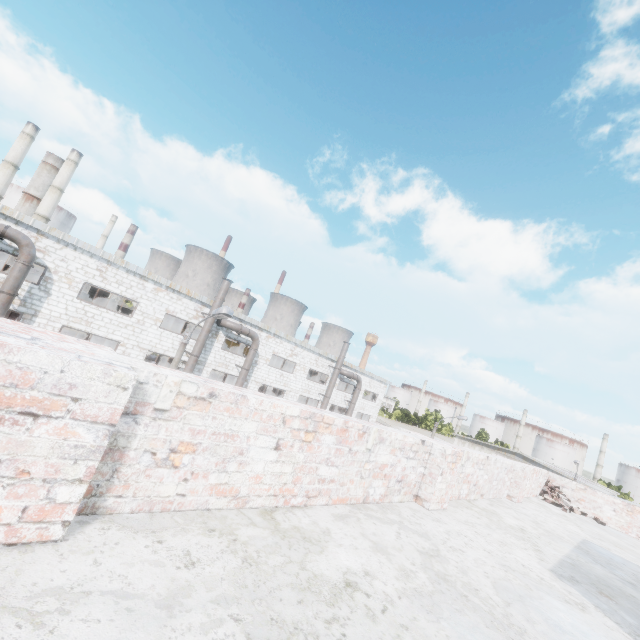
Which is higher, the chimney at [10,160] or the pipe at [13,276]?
the chimney at [10,160]

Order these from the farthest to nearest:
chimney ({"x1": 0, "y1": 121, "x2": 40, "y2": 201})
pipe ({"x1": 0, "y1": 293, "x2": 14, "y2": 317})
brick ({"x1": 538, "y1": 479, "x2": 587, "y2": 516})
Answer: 1. chimney ({"x1": 0, "y1": 121, "x2": 40, "y2": 201})
2. pipe ({"x1": 0, "y1": 293, "x2": 14, "y2": 317})
3. brick ({"x1": 538, "y1": 479, "x2": 587, "y2": 516})

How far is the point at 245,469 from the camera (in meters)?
2.33

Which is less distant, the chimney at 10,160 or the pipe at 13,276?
the pipe at 13,276

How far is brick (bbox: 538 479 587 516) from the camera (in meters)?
9.06

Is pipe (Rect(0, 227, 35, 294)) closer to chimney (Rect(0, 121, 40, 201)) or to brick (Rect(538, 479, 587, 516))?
brick (Rect(538, 479, 587, 516))

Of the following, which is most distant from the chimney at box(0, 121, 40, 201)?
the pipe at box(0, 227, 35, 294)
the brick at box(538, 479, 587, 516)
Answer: the brick at box(538, 479, 587, 516)
